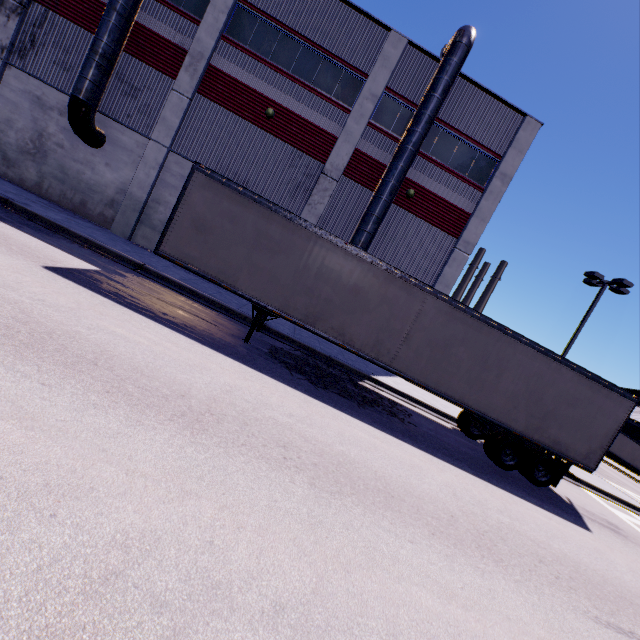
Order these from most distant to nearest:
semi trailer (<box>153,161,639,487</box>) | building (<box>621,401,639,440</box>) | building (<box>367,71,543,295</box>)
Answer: building (<box>621,401,639,440</box>) → building (<box>367,71,543,295</box>) → semi trailer (<box>153,161,639,487</box>)

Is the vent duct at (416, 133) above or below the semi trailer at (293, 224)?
above

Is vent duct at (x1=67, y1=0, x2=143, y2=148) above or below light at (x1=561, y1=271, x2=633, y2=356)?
below

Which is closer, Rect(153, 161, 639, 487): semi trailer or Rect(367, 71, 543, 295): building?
Rect(153, 161, 639, 487): semi trailer

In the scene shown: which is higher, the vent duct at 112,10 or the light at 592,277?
the light at 592,277

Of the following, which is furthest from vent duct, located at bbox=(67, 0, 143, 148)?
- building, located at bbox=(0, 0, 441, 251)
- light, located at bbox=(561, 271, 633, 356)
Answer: light, located at bbox=(561, 271, 633, 356)

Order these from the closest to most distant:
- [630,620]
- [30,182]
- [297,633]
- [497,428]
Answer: [297,633] → [630,620] → [497,428] → [30,182]
